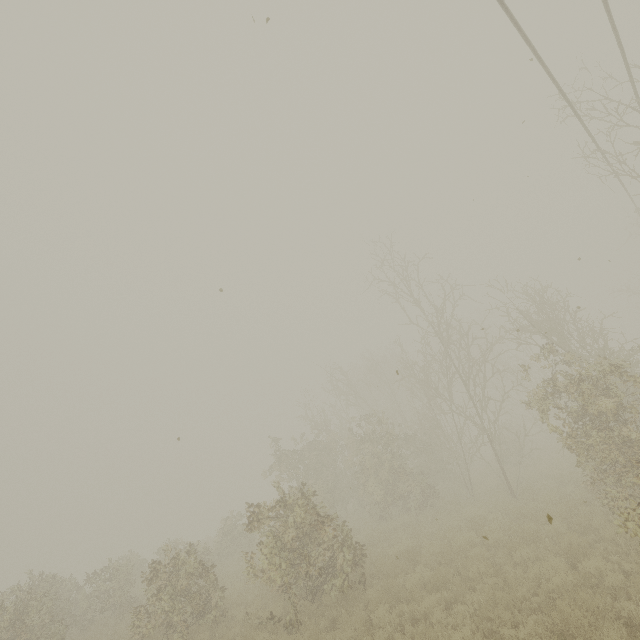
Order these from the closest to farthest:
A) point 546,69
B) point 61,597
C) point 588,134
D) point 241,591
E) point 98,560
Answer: point 546,69
point 588,134
point 241,591
point 61,597
point 98,560
